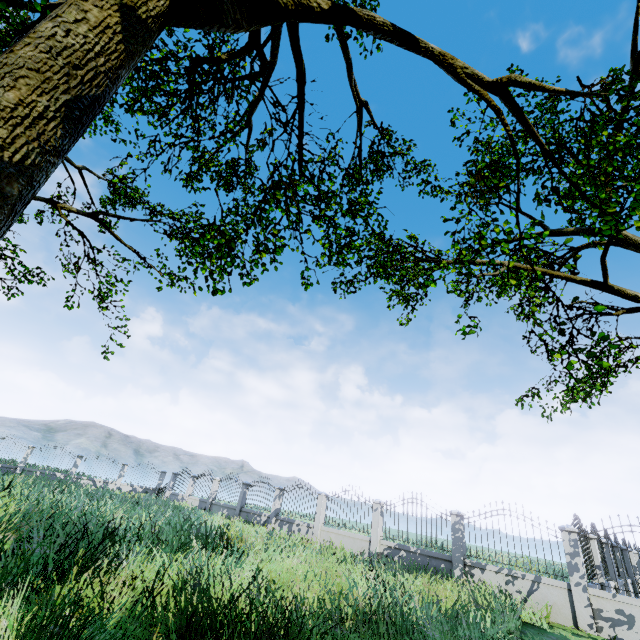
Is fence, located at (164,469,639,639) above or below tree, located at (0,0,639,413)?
below

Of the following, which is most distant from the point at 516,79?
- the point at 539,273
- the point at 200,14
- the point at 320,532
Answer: the point at 320,532

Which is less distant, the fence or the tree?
the tree

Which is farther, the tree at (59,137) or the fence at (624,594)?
the fence at (624,594)

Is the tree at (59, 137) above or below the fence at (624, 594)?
above
